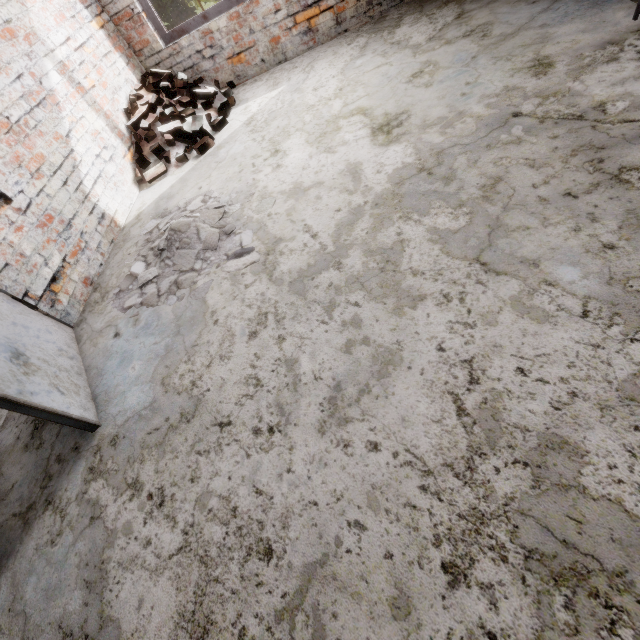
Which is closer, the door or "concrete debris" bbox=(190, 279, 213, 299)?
the door

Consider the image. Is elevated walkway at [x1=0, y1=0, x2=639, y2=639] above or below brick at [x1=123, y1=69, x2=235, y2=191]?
below

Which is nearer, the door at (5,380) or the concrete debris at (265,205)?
the door at (5,380)

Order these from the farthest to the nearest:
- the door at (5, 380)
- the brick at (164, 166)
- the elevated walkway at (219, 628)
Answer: the brick at (164, 166)
the door at (5, 380)
the elevated walkway at (219, 628)

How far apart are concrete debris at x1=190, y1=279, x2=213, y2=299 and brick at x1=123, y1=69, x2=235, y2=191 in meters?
0.8

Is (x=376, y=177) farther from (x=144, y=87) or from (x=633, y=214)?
(x=144, y=87)

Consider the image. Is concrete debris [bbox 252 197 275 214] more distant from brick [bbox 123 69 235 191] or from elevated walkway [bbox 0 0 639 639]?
brick [bbox 123 69 235 191]
